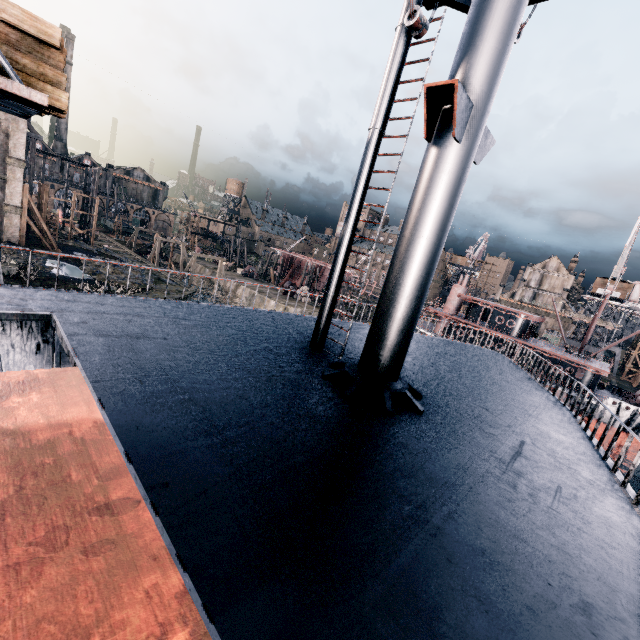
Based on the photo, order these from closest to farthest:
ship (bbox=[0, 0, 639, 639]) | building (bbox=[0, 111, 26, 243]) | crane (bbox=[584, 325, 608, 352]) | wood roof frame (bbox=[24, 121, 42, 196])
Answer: ship (bbox=[0, 0, 639, 639]) < building (bbox=[0, 111, 26, 243]) < wood roof frame (bbox=[24, 121, 42, 196]) < crane (bbox=[584, 325, 608, 352])

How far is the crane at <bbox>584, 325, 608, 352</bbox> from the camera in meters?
52.7

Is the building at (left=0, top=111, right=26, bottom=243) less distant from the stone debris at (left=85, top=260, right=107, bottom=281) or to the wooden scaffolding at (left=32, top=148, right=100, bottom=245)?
the wooden scaffolding at (left=32, top=148, right=100, bottom=245)

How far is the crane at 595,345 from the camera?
52.7m

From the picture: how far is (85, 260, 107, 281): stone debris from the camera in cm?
3469

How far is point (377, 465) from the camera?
5.02m

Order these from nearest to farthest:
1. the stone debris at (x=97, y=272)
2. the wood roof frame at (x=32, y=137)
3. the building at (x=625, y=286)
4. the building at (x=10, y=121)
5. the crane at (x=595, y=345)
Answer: the building at (x=10, y=121), the stone debris at (x=97, y=272), the wood roof frame at (x=32, y=137), the crane at (x=595, y=345), the building at (x=625, y=286)

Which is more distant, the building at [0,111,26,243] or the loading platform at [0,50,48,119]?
the building at [0,111,26,243]
